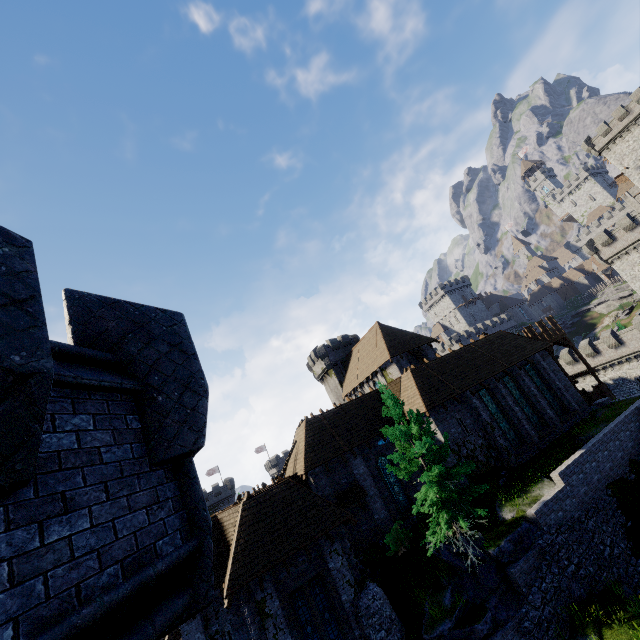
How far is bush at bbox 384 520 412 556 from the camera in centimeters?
1928cm

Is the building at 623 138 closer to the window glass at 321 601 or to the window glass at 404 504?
the window glass at 404 504

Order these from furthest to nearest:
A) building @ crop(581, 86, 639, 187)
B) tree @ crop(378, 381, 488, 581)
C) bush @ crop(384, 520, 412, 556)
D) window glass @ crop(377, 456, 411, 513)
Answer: building @ crop(581, 86, 639, 187), window glass @ crop(377, 456, 411, 513), bush @ crop(384, 520, 412, 556), tree @ crop(378, 381, 488, 581)

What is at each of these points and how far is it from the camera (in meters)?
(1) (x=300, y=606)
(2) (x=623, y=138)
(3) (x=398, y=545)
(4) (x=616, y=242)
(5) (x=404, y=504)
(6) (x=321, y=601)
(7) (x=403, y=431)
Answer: (1) window glass, 15.81
(2) building, 49.16
(3) bush, 19.56
(4) building tower, 44.59
(5) window glass, 22.31
(6) window glass, 16.14
(7) tree, 17.14

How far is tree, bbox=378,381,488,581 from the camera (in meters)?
15.20

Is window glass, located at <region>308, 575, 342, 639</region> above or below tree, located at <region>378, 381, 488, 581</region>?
below

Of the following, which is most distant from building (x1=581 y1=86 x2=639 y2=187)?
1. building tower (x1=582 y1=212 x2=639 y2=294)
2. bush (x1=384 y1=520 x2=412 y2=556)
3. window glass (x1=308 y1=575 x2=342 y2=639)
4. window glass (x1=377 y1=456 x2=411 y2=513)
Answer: window glass (x1=308 y1=575 x2=342 y2=639)

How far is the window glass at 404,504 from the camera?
22.25m
